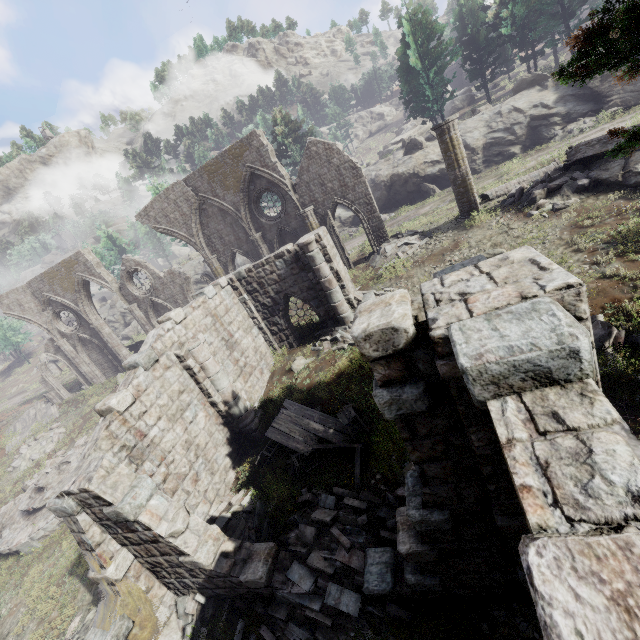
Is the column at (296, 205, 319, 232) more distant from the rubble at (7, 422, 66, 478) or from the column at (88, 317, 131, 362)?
the rubble at (7, 422, 66, 478)

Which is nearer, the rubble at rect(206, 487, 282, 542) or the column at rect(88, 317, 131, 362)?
the rubble at rect(206, 487, 282, 542)

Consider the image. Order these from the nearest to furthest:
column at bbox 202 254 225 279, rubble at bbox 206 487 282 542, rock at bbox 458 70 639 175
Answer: rubble at bbox 206 487 282 542
rock at bbox 458 70 639 175
column at bbox 202 254 225 279

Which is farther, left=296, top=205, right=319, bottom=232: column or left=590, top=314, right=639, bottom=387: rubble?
left=296, top=205, right=319, bottom=232: column

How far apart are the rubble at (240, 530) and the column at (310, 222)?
13.40m

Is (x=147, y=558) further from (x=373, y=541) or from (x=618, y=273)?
(x=618, y=273)

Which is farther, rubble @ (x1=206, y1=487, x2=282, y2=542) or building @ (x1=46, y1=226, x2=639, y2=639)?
rubble @ (x1=206, y1=487, x2=282, y2=542)

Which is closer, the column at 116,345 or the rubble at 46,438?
the rubble at 46,438
